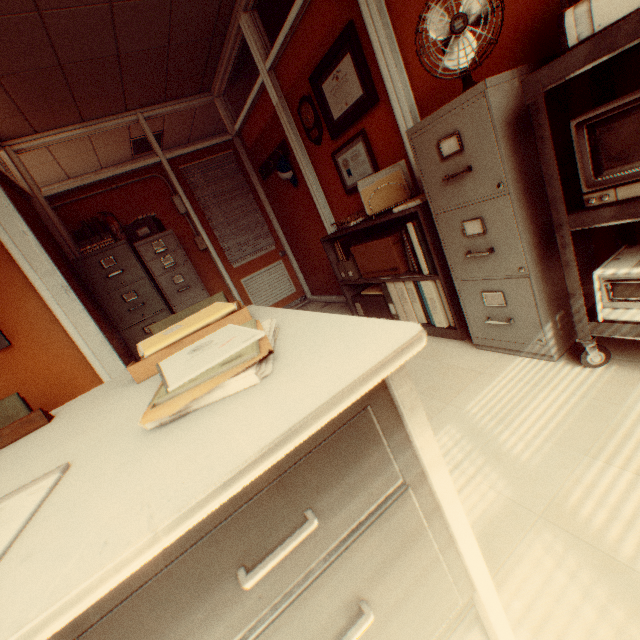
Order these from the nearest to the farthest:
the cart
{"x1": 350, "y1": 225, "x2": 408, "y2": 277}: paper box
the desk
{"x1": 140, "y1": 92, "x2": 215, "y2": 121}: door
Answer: the desk → the cart → {"x1": 350, "y1": 225, "x2": 408, "y2": 277}: paper box → {"x1": 140, "y1": 92, "x2": 215, "y2": 121}: door

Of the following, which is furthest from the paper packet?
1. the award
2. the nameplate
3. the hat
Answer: the hat

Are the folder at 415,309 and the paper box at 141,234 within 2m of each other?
no

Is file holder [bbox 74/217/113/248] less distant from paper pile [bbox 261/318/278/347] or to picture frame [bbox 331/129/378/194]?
picture frame [bbox 331/129/378/194]

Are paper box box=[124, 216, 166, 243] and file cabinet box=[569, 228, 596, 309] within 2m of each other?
no

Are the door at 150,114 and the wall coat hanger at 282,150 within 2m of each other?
yes

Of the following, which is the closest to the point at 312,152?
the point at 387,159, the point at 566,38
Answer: the point at 387,159

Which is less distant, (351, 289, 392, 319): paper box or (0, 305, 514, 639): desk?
(0, 305, 514, 639): desk
